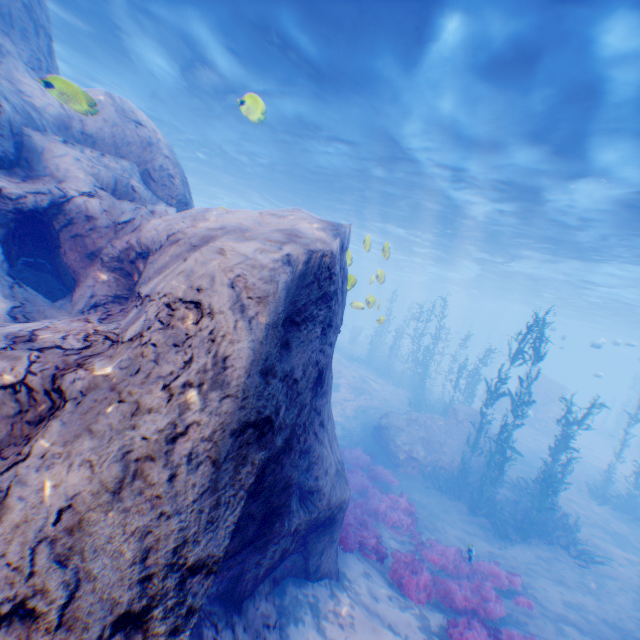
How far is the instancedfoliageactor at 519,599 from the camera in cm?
843

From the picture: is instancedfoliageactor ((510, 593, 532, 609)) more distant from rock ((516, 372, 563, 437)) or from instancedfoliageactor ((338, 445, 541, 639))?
rock ((516, 372, 563, 437))

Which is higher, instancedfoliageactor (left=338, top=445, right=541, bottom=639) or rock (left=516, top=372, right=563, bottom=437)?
rock (left=516, top=372, right=563, bottom=437)

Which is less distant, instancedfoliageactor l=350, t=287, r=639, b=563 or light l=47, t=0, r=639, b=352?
light l=47, t=0, r=639, b=352

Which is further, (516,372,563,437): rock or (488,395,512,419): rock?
(488,395,512,419): rock

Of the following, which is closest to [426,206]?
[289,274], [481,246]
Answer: [481,246]

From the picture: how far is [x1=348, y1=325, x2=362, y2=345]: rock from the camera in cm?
3897

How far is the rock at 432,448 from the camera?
15.80m
